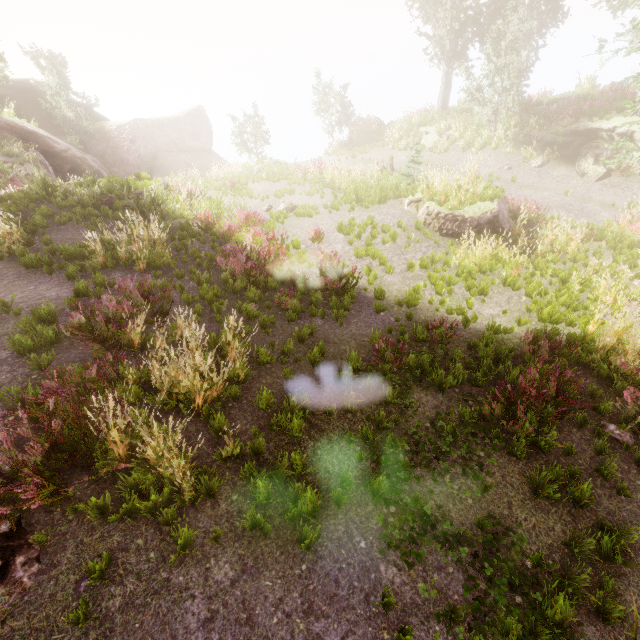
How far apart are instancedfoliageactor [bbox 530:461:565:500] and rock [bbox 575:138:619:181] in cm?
1713

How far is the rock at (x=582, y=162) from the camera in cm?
1507

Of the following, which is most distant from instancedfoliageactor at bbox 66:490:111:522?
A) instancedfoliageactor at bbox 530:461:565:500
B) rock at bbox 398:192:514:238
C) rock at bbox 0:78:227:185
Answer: rock at bbox 398:192:514:238

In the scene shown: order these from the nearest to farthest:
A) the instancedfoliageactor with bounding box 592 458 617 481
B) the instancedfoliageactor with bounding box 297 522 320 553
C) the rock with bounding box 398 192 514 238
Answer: the instancedfoliageactor with bounding box 297 522 320 553 → the instancedfoliageactor with bounding box 592 458 617 481 → the rock with bounding box 398 192 514 238

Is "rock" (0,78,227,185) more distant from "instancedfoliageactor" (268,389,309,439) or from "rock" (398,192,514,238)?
"rock" (398,192,514,238)

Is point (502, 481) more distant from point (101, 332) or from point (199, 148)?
point (199, 148)

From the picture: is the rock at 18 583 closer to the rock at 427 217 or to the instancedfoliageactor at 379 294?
the instancedfoliageactor at 379 294

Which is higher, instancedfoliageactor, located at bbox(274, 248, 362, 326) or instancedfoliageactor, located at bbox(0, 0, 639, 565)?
instancedfoliageactor, located at bbox(0, 0, 639, 565)
